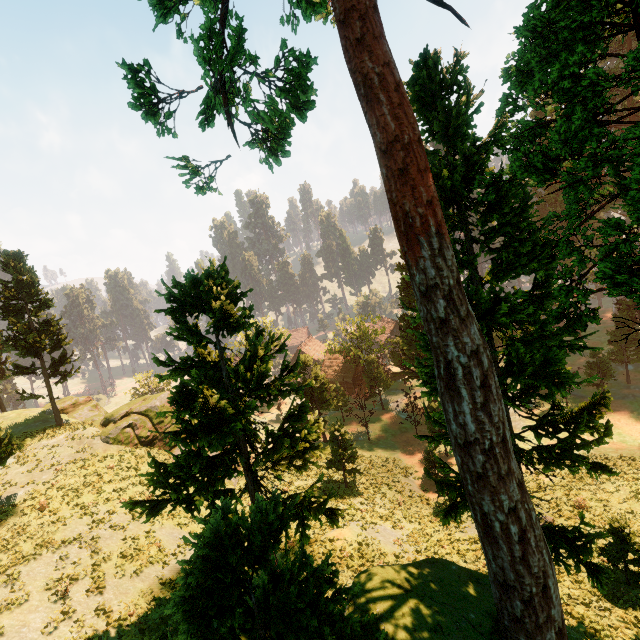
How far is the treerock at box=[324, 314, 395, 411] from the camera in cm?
4750

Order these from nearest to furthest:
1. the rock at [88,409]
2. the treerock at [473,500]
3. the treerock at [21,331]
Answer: the treerock at [473,500], the rock at [88,409], the treerock at [21,331]

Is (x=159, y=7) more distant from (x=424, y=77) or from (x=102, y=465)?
(x=102, y=465)

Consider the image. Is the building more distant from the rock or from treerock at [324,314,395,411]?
the rock

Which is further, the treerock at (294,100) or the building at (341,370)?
the building at (341,370)

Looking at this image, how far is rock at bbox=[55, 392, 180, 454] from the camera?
26.7m

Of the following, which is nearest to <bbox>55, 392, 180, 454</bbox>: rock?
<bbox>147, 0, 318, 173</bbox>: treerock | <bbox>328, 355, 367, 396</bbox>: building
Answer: <bbox>147, 0, 318, 173</bbox>: treerock

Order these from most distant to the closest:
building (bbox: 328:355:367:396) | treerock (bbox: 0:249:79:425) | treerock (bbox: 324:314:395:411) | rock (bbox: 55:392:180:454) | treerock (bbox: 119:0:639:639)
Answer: building (bbox: 328:355:367:396) < treerock (bbox: 324:314:395:411) < treerock (bbox: 0:249:79:425) < rock (bbox: 55:392:180:454) < treerock (bbox: 119:0:639:639)
